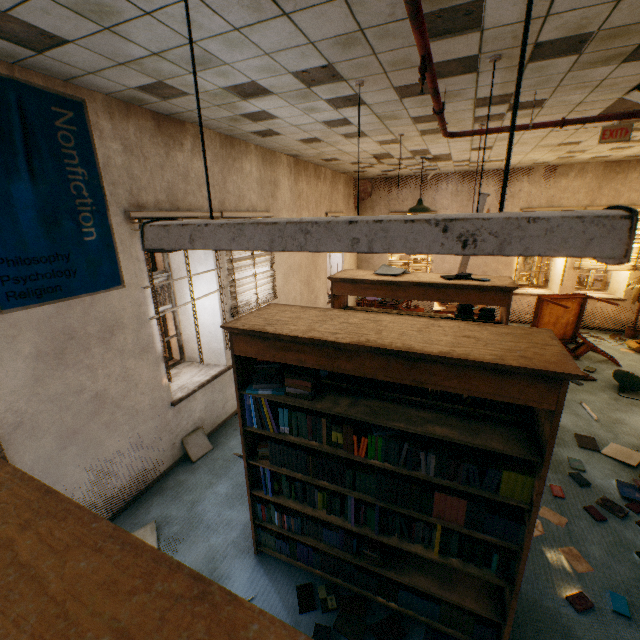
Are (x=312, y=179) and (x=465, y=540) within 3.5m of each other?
no

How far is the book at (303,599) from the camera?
2.5m

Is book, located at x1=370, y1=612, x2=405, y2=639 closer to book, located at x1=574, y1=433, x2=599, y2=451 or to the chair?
book, located at x1=574, y1=433, x2=599, y2=451

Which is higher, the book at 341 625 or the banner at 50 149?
the banner at 50 149

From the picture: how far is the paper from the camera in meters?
2.8

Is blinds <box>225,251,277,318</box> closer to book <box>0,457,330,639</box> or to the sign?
book <box>0,457,330,639</box>

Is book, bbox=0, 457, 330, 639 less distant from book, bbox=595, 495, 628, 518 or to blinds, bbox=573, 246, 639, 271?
book, bbox=595, 495, 628, 518

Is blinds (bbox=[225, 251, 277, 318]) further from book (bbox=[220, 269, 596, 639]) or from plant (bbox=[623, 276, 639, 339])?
plant (bbox=[623, 276, 639, 339])
